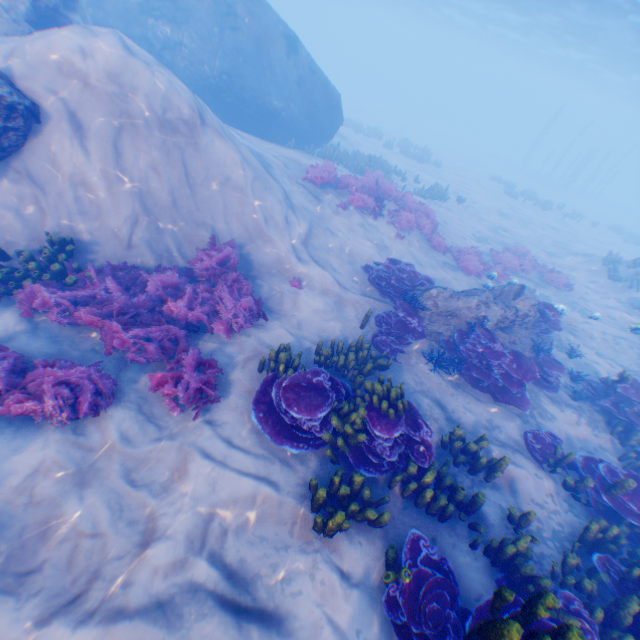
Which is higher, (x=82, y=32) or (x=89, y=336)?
(x=82, y=32)

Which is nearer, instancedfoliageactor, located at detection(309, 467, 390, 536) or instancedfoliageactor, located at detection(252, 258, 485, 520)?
instancedfoliageactor, located at detection(309, 467, 390, 536)

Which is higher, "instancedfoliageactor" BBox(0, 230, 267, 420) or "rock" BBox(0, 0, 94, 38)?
"rock" BBox(0, 0, 94, 38)

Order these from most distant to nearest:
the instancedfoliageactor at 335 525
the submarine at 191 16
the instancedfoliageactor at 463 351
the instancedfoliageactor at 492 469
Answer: the submarine at 191 16 < the instancedfoliageactor at 463 351 < the instancedfoliageactor at 492 469 < the instancedfoliageactor at 335 525

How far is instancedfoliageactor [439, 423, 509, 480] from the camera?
6.1m

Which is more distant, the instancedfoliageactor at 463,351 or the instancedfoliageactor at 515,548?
the instancedfoliageactor at 463,351

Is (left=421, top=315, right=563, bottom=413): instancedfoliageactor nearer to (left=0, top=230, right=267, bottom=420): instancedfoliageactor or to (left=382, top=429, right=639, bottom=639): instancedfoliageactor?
(left=382, top=429, right=639, bottom=639): instancedfoliageactor

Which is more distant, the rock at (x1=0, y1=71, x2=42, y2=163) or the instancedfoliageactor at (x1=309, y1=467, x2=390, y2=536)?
the rock at (x1=0, y1=71, x2=42, y2=163)
